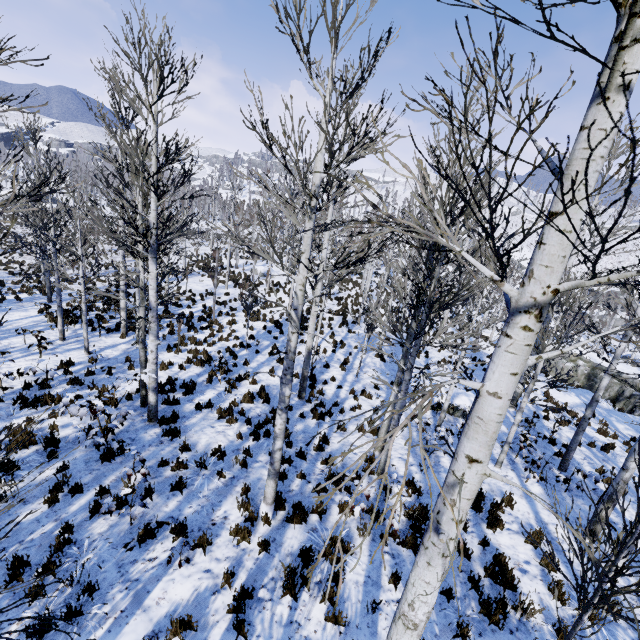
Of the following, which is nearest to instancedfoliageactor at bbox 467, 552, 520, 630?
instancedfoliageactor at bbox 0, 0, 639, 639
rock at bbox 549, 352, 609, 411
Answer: rock at bbox 549, 352, 609, 411

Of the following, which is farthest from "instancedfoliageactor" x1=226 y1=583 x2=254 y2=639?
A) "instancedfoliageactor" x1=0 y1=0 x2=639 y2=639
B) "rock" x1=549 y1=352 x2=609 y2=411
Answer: "rock" x1=549 y1=352 x2=609 y2=411

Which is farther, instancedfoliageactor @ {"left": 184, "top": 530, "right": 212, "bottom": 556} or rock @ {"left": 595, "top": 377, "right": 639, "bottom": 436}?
rock @ {"left": 595, "top": 377, "right": 639, "bottom": 436}

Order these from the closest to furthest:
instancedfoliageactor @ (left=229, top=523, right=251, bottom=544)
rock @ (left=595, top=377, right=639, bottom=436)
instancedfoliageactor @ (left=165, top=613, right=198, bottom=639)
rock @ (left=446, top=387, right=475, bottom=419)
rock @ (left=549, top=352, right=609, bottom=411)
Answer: instancedfoliageactor @ (left=165, top=613, right=198, bottom=639), instancedfoliageactor @ (left=229, top=523, right=251, bottom=544), rock @ (left=446, top=387, right=475, bottom=419), rock @ (left=595, top=377, right=639, bottom=436), rock @ (left=549, top=352, right=609, bottom=411)

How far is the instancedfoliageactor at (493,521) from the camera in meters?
7.4 m

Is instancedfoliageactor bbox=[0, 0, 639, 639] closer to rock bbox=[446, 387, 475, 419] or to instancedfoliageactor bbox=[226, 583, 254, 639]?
rock bbox=[446, 387, 475, 419]

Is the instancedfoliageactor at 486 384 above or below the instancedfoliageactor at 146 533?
above

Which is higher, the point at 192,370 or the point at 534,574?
the point at 534,574
